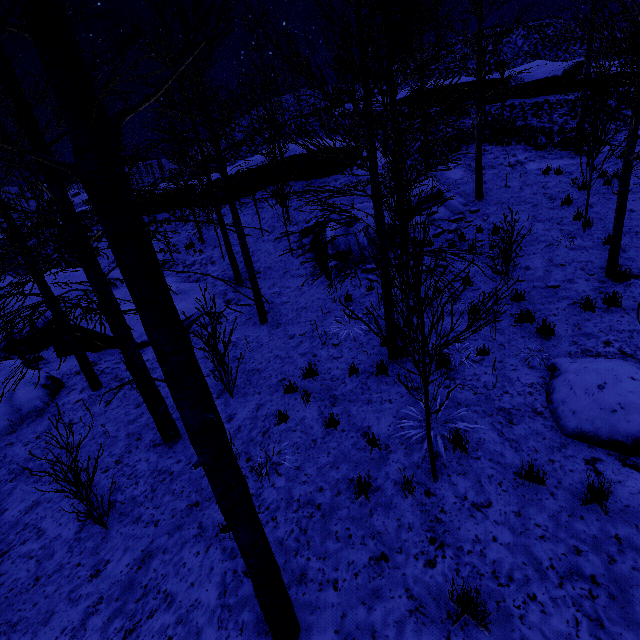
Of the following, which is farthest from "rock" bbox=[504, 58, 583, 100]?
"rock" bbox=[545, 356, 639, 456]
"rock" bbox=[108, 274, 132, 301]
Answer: "rock" bbox=[545, 356, 639, 456]

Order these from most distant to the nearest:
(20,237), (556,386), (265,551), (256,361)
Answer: (256,361) < (20,237) < (556,386) < (265,551)

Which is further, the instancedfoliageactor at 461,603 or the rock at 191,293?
the rock at 191,293

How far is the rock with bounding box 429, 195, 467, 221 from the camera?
12.6 meters

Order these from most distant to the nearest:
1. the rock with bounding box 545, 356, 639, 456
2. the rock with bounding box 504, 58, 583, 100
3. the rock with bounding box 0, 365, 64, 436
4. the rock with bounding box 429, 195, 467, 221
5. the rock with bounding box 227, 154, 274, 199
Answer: the rock with bounding box 504, 58, 583, 100
the rock with bounding box 227, 154, 274, 199
the rock with bounding box 429, 195, 467, 221
the rock with bounding box 0, 365, 64, 436
the rock with bounding box 545, 356, 639, 456

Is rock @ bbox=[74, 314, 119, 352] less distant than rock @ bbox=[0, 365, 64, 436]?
No

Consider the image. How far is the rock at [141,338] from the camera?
10.95m
